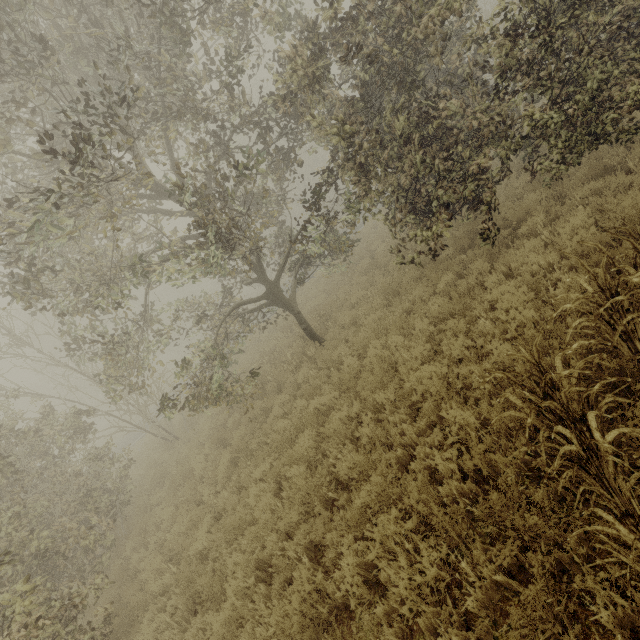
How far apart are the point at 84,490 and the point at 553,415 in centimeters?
1131cm
